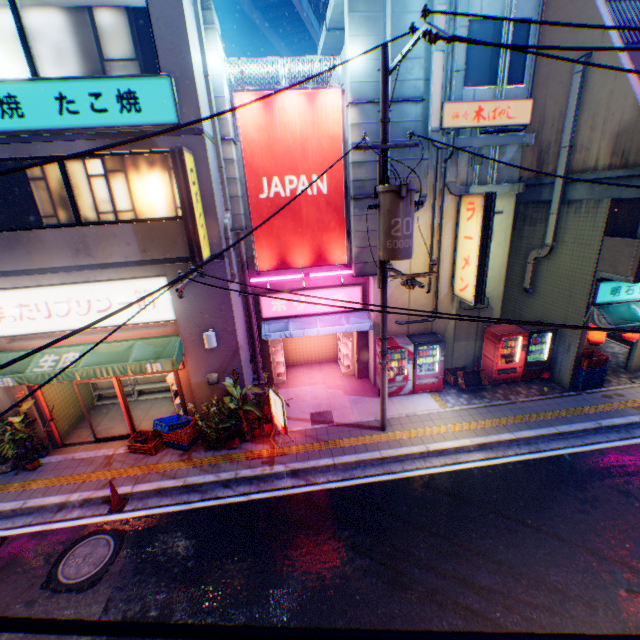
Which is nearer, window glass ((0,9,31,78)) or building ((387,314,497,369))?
window glass ((0,9,31,78))

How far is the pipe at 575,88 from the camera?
9.88m

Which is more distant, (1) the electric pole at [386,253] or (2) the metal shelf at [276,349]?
(2) the metal shelf at [276,349]

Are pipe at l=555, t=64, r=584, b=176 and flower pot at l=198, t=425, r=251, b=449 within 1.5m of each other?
no

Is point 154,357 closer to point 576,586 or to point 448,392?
point 448,392

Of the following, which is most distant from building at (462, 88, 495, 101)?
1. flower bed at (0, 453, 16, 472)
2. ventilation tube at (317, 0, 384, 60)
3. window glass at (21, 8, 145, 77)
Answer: flower bed at (0, 453, 16, 472)

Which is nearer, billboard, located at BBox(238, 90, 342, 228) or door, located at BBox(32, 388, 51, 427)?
billboard, located at BBox(238, 90, 342, 228)

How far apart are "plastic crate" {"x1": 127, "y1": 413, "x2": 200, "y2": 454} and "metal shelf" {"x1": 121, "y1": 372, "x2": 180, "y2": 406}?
2.59m
